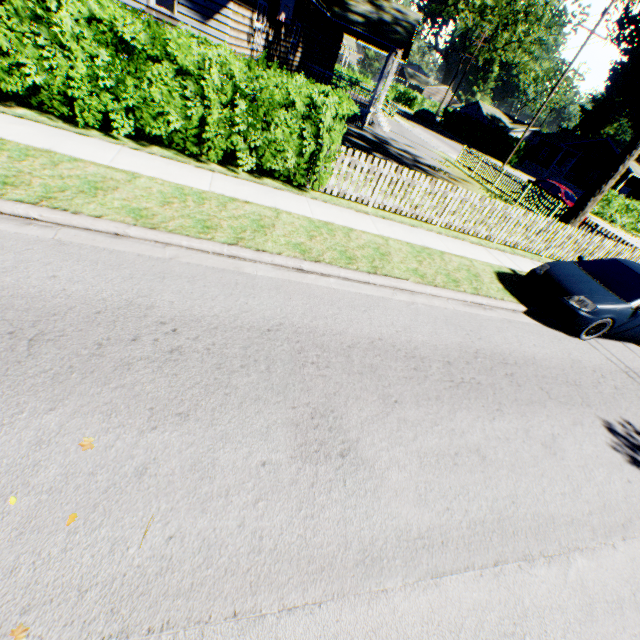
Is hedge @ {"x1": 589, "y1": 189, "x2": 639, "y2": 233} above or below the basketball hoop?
below

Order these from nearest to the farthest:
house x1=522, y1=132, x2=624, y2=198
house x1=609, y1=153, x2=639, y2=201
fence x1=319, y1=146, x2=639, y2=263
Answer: fence x1=319, y1=146, x2=639, y2=263 → house x1=609, y1=153, x2=639, y2=201 → house x1=522, y1=132, x2=624, y2=198

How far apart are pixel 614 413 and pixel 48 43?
12.1m

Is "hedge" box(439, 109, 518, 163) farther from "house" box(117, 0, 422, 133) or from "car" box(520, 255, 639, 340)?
"car" box(520, 255, 639, 340)

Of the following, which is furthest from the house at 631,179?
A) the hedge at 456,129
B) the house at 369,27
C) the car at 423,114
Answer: the house at 369,27

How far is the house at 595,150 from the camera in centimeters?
3872cm

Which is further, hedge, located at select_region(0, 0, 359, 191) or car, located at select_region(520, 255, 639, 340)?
car, located at select_region(520, 255, 639, 340)

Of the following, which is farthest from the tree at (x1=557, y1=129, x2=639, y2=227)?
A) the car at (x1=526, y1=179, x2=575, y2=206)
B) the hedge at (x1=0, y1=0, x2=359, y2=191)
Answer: the hedge at (x1=0, y1=0, x2=359, y2=191)
